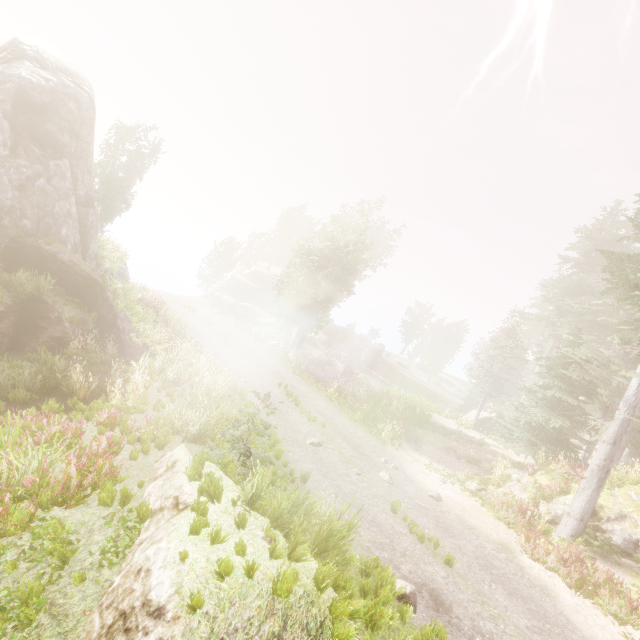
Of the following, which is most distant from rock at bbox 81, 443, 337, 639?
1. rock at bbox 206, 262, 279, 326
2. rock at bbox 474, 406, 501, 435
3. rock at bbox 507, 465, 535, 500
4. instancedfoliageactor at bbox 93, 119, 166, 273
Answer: rock at bbox 206, 262, 279, 326

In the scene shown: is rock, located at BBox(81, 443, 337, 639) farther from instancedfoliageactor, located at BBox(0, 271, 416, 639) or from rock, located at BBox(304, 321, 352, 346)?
rock, located at BBox(304, 321, 352, 346)

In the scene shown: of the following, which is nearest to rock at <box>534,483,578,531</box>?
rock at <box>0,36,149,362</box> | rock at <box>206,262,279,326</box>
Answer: rock at <box>0,36,149,362</box>

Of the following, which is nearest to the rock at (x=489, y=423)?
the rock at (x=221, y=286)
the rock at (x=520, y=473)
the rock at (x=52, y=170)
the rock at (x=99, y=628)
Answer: the rock at (x=520, y=473)

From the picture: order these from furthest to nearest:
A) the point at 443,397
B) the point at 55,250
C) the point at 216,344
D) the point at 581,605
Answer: the point at 443,397 → the point at 216,344 → the point at 55,250 → the point at 581,605

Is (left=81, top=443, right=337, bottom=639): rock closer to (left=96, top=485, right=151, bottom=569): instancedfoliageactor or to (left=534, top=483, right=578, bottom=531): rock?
(left=96, top=485, right=151, bottom=569): instancedfoliageactor

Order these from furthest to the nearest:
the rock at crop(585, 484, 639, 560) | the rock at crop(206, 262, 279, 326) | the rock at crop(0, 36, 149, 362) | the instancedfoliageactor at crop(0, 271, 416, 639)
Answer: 1. the rock at crop(206, 262, 279, 326)
2. the rock at crop(0, 36, 149, 362)
3. the rock at crop(585, 484, 639, 560)
4. the instancedfoliageactor at crop(0, 271, 416, 639)

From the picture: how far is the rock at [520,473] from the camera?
14.1 meters
